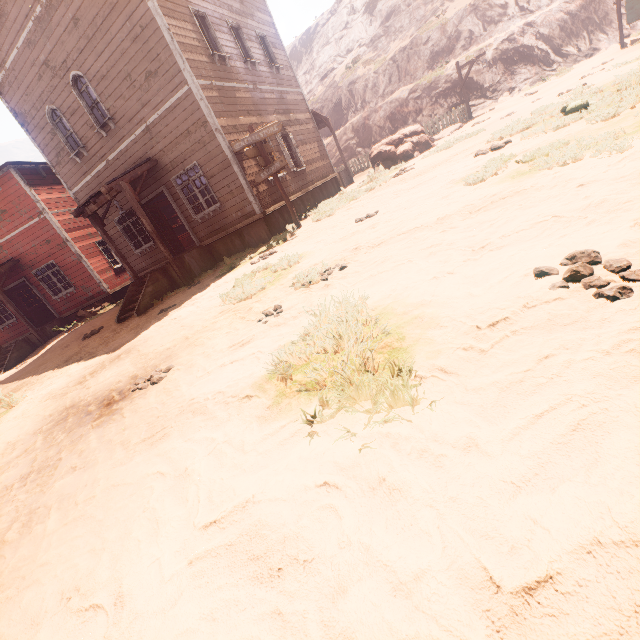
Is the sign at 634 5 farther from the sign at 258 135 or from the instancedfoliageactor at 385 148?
the sign at 258 135

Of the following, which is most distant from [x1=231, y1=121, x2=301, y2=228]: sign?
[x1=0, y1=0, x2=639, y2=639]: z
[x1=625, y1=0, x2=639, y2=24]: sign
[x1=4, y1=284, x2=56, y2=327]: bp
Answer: [x1=625, y1=0, x2=639, y2=24]: sign

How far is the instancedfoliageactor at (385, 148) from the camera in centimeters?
1464cm

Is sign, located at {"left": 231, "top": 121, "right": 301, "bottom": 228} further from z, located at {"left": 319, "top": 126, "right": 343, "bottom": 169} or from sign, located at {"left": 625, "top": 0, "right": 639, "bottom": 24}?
sign, located at {"left": 625, "top": 0, "right": 639, "bottom": 24}

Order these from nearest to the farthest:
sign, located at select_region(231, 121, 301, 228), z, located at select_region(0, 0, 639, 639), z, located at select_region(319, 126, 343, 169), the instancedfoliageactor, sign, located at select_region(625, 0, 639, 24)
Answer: Answer: z, located at select_region(0, 0, 639, 639) < sign, located at select_region(231, 121, 301, 228) < the instancedfoliageactor < sign, located at select_region(625, 0, 639, 24) < z, located at select_region(319, 126, 343, 169)

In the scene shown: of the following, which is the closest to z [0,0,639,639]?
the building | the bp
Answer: the building

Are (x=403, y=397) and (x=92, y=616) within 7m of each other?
yes
